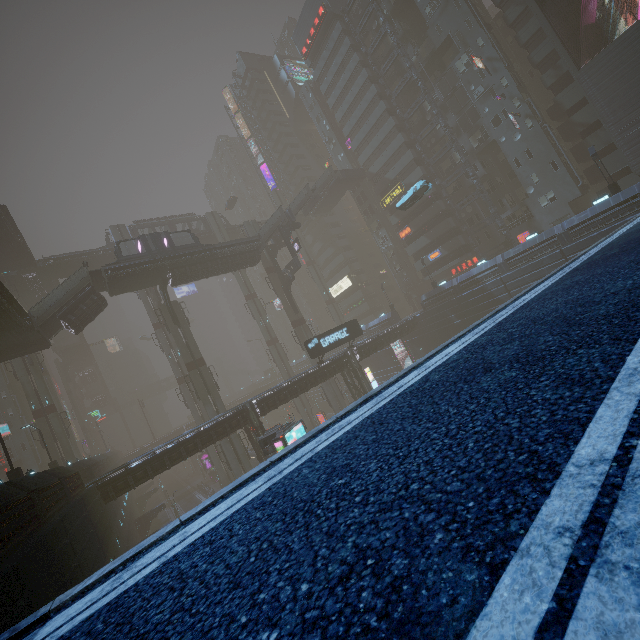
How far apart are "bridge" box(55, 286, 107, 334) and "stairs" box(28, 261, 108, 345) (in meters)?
0.01

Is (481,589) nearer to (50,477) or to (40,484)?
(40,484)

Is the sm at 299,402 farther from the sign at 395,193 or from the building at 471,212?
the sign at 395,193

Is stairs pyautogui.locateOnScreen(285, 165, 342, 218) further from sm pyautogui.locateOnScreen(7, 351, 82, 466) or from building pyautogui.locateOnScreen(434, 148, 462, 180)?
sm pyautogui.locateOnScreen(7, 351, 82, 466)

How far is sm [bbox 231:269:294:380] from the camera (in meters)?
55.78

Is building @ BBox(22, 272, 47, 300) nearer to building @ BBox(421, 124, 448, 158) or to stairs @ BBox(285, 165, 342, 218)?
building @ BBox(421, 124, 448, 158)

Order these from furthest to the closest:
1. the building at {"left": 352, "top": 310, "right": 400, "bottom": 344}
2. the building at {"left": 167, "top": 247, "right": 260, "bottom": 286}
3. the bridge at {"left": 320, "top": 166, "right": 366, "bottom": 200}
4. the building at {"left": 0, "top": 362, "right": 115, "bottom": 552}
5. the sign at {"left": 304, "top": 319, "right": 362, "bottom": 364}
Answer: the bridge at {"left": 320, "top": 166, "right": 366, "bottom": 200} → the building at {"left": 352, "top": 310, "right": 400, "bottom": 344} → the building at {"left": 167, "top": 247, "right": 260, "bottom": 286} → the sign at {"left": 304, "top": 319, "right": 362, "bottom": 364} → the building at {"left": 0, "top": 362, "right": 115, "bottom": 552}

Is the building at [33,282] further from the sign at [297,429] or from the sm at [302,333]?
the sign at [297,429]
